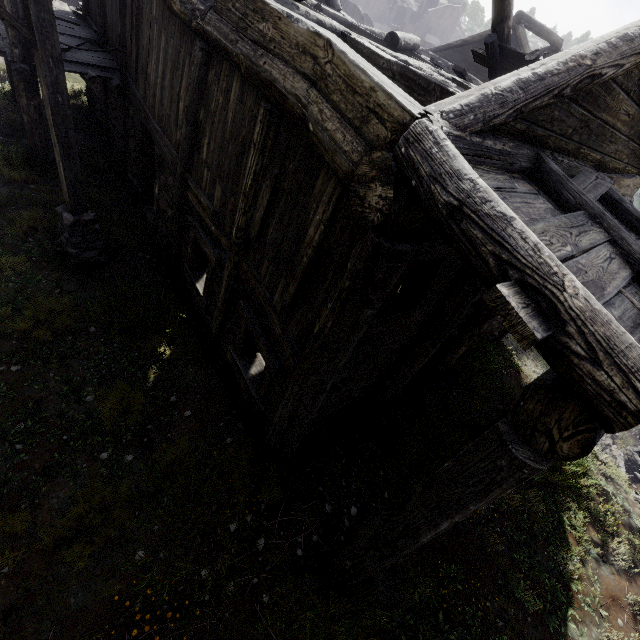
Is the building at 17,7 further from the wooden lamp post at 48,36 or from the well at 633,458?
the well at 633,458

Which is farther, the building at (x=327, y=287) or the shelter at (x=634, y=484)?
the shelter at (x=634, y=484)

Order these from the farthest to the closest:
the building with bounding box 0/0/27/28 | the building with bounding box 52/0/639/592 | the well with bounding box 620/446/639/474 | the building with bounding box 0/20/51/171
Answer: the well with bounding box 620/446/639/474
the building with bounding box 0/20/51/171
the building with bounding box 0/0/27/28
the building with bounding box 52/0/639/592

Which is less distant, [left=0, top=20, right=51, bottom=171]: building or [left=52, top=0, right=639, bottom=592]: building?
[left=52, top=0, right=639, bottom=592]: building

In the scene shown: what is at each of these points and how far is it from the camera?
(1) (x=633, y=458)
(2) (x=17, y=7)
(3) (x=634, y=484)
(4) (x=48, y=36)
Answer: (1) well, 12.54m
(2) building, 6.69m
(3) shelter, 11.26m
(4) wooden lamp post, 4.65m

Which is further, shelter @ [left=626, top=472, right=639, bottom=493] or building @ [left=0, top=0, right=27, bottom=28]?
shelter @ [left=626, top=472, right=639, bottom=493]

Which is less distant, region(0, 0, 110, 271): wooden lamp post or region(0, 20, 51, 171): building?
region(0, 0, 110, 271): wooden lamp post
